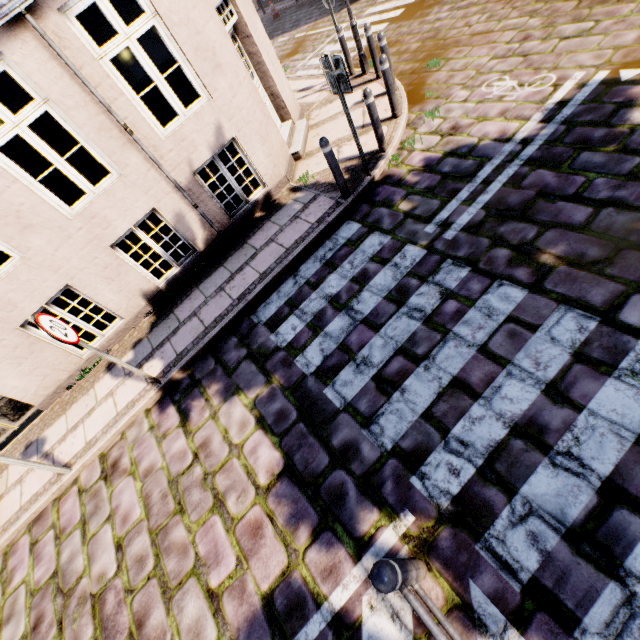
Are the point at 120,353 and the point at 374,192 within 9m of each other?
yes

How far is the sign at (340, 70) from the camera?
4.5m

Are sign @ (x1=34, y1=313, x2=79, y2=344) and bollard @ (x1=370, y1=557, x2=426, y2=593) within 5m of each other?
yes

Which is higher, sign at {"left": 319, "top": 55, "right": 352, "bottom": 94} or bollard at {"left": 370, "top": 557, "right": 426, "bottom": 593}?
sign at {"left": 319, "top": 55, "right": 352, "bottom": 94}

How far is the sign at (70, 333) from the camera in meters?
3.8

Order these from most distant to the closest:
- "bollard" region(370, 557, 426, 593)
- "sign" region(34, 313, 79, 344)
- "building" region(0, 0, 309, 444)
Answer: "building" region(0, 0, 309, 444) → "sign" region(34, 313, 79, 344) → "bollard" region(370, 557, 426, 593)

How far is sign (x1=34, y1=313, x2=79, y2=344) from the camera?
3.8 meters

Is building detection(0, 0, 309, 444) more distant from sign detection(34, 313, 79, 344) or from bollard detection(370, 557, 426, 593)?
bollard detection(370, 557, 426, 593)
